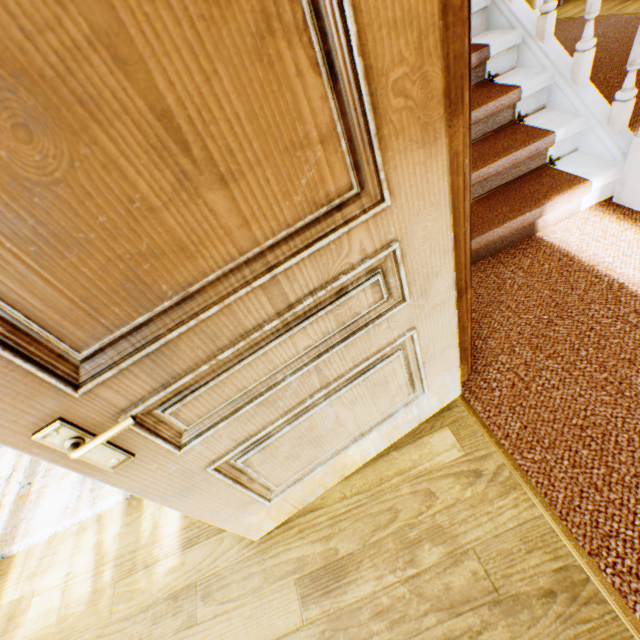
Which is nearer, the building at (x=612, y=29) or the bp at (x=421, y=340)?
the bp at (x=421, y=340)

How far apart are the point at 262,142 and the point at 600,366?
1.8 meters

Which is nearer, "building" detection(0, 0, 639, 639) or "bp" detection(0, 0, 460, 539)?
"bp" detection(0, 0, 460, 539)
